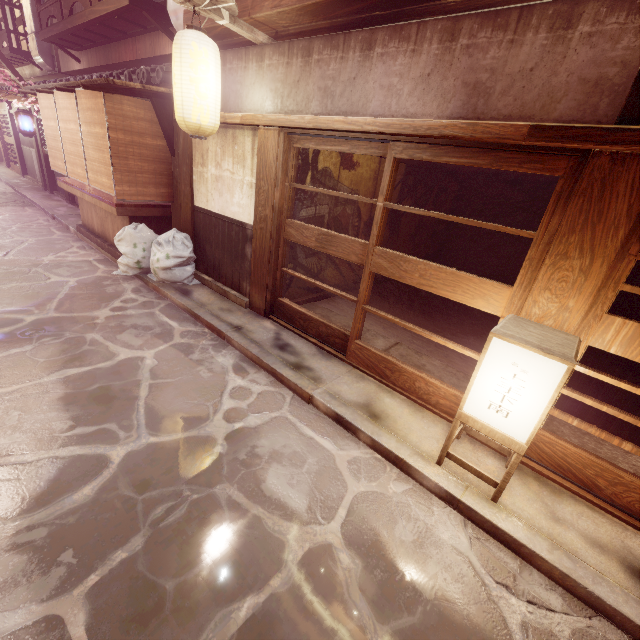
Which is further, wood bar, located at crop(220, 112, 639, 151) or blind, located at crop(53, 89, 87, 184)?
blind, located at crop(53, 89, 87, 184)

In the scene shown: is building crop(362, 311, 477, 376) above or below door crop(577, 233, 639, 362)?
below

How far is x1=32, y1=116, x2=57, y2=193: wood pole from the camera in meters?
22.0 m

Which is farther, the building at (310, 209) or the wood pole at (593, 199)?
the building at (310, 209)

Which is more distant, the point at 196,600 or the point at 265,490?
the point at 265,490

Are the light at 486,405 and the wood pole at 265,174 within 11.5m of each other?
yes

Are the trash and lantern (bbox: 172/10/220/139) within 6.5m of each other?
yes

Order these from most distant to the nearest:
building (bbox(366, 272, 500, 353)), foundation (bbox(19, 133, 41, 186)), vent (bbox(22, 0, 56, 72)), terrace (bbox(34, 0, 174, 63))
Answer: foundation (bbox(19, 133, 41, 186))
vent (bbox(22, 0, 56, 72))
terrace (bbox(34, 0, 174, 63))
building (bbox(366, 272, 500, 353))
